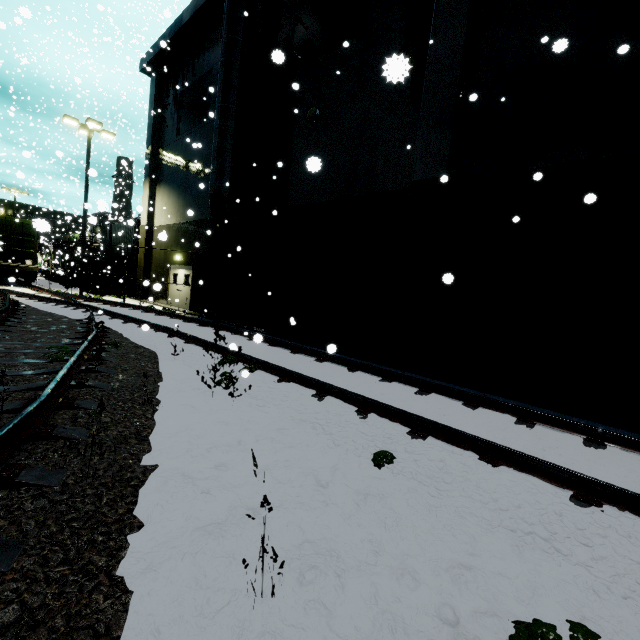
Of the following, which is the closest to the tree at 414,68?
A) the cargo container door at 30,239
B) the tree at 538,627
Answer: the cargo container door at 30,239

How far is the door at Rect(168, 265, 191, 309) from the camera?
18.2 meters

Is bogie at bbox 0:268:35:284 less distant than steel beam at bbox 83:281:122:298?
Yes

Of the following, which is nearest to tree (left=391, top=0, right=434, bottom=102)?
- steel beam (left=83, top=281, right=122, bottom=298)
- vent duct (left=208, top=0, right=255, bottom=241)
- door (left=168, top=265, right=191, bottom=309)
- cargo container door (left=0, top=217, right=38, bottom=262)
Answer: vent duct (left=208, top=0, right=255, bottom=241)

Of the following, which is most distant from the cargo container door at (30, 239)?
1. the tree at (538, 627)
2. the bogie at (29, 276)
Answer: the tree at (538, 627)

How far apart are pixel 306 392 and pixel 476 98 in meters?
6.8 m

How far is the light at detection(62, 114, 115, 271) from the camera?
17.7m

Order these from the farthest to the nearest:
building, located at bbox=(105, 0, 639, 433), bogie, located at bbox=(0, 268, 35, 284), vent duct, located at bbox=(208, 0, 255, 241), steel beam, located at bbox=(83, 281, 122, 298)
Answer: steel beam, located at bbox=(83, 281, 122, 298)
bogie, located at bbox=(0, 268, 35, 284)
vent duct, located at bbox=(208, 0, 255, 241)
building, located at bbox=(105, 0, 639, 433)
